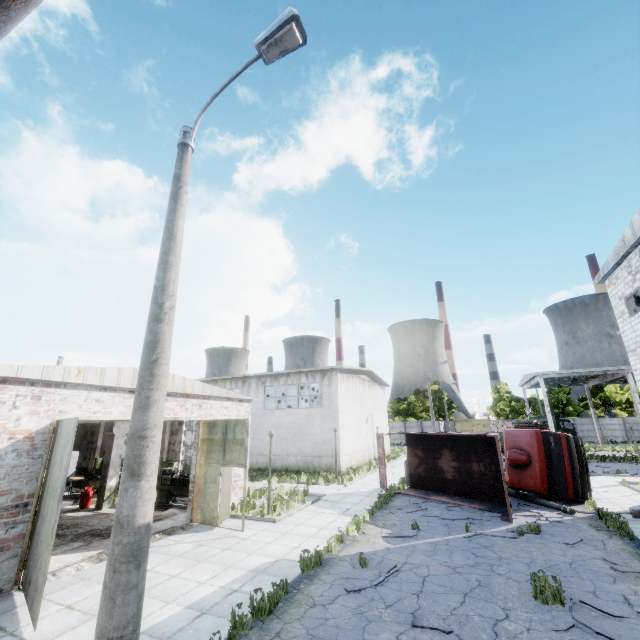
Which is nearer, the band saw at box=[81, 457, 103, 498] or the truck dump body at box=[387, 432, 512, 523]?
the truck dump body at box=[387, 432, 512, 523]

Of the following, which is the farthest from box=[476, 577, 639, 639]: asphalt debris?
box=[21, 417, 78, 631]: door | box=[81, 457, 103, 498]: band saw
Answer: box=[81, 457, 103, 498]: band saw

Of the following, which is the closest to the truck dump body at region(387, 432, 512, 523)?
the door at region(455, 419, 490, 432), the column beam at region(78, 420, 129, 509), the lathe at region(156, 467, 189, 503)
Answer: the lathe at region(156, 467, 189, 503)

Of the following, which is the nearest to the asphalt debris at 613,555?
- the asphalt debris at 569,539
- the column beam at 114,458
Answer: the asphalt debris at 569,539

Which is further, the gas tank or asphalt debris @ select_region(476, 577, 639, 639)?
the gas tank

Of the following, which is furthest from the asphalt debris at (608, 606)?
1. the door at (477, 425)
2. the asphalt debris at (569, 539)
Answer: the door at (477, 425)

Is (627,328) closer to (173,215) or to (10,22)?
(173,215)

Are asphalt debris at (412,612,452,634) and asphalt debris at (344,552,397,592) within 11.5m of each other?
yes
